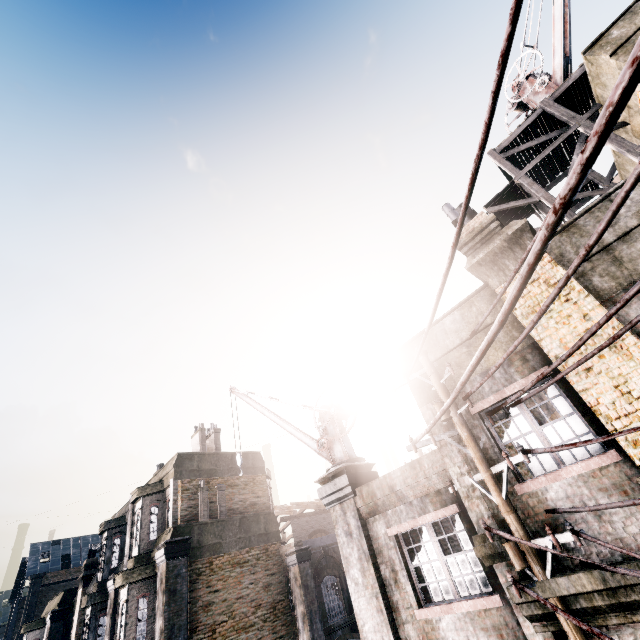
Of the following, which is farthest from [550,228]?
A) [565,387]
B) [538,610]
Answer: [538,610]

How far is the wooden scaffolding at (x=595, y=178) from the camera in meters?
9.7

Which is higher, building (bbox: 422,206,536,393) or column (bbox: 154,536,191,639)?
building (bbox: 422,206,536,393)

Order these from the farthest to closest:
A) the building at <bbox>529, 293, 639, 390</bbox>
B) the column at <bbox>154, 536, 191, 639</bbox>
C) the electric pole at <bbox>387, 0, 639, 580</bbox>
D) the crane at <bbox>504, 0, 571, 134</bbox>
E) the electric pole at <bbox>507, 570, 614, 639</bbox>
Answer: the column at <bbox>154, 536, 191, 639</bbox> → the crane at <bbox>504, 0, 571, 134</bbox> → the building at <bbox>529, 293, 639, 390</bbox> → the electric pole at <bbox>507, 570, 614, 639</bbox> → the electric pole at <bbox>387, 0, 639, 580</bbox>

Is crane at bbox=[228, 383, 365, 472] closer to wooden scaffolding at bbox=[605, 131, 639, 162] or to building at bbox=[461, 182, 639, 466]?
building at bbox=[461, 182, 639, 466]

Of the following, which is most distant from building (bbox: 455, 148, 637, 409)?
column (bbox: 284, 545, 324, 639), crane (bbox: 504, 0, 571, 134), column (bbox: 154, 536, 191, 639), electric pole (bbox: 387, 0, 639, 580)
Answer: column (bbox: 154, 536, 191, 639)

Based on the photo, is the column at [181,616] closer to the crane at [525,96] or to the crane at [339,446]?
the crane at [339,446]

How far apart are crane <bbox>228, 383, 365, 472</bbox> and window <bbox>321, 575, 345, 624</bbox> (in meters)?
10.85
